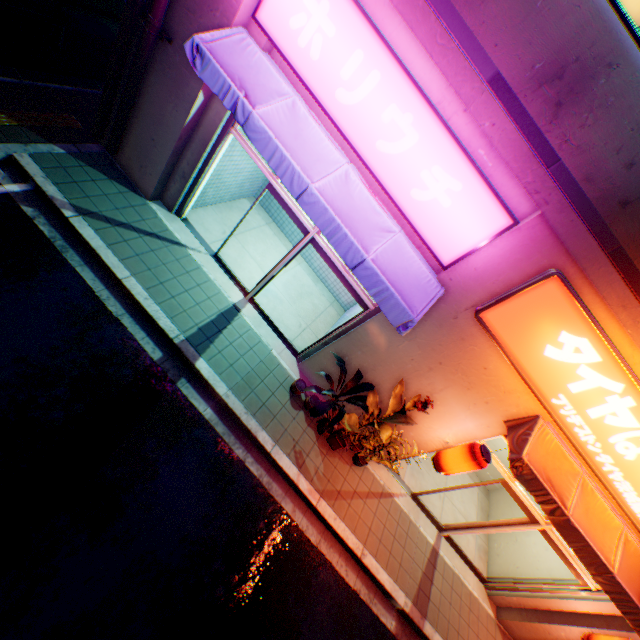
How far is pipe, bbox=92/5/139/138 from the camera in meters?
5.0

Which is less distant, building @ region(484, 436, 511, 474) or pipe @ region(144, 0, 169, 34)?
pipe @ region(144, 0, 169, 34)

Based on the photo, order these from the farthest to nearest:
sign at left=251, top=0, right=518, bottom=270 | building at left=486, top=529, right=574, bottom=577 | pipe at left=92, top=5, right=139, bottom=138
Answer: building at left=486, top=529, right=574, bottom=577 → pipe at left=92, top=5, right=139, bottom=138 → sign at left=251, top=0, right=518, bottom=270

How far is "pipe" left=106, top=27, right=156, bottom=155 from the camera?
5.01m

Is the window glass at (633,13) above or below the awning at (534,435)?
above

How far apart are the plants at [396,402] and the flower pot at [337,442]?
0.5m

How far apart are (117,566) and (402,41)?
7.84m

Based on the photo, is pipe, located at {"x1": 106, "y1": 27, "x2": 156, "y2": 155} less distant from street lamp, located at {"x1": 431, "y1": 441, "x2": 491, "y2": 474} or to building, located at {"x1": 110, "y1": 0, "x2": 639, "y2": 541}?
building, located at {"x1": 110, "y1": 0, "x2": 639, "y2": 541}
